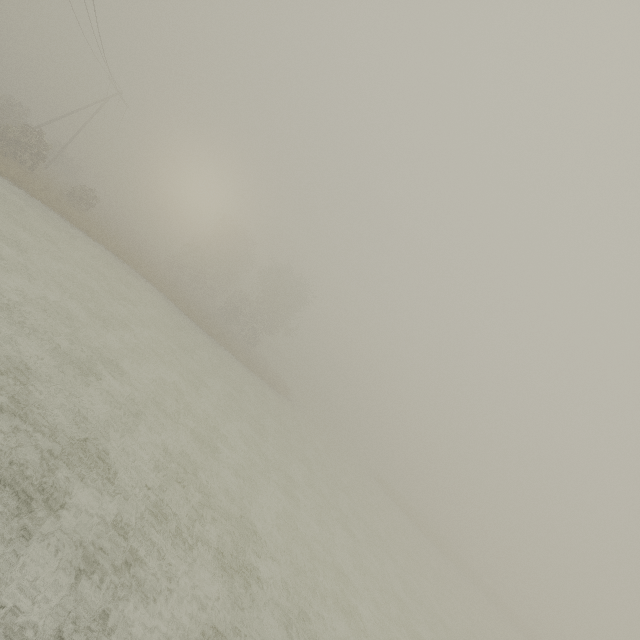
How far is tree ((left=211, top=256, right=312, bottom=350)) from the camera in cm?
4566

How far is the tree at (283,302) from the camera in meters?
45.7

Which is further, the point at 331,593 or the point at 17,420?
the point at 331,593
